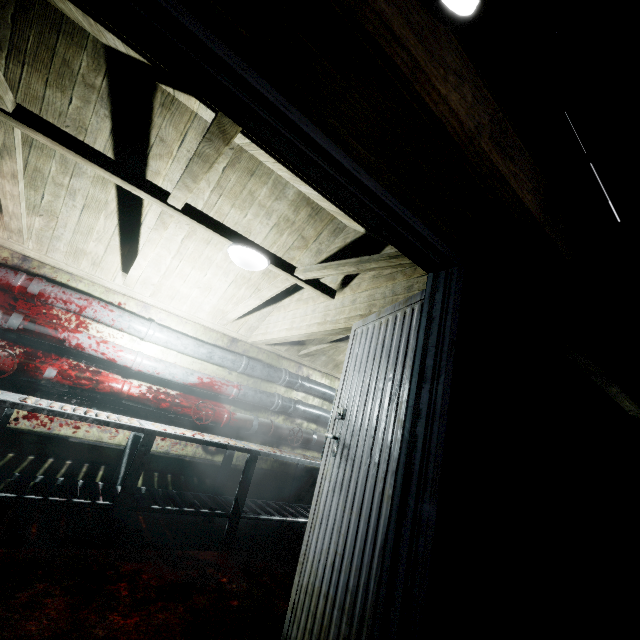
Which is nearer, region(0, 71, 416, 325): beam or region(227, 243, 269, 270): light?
region(0, 71, 416, 325): beam

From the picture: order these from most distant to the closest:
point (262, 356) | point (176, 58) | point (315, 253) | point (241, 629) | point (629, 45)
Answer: point (262, 356), point (315, 253), point (241, 629), point (629, 45), point (176, 58)

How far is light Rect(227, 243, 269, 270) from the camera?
2.3 meters

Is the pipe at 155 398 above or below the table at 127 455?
above

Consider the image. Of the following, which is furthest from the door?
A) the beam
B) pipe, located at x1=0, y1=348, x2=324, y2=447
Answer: pipe, located at x1=0, y1=348, x2=324, y2=447

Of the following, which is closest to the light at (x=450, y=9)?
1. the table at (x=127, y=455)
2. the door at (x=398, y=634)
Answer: the door at (x=398, y=634)

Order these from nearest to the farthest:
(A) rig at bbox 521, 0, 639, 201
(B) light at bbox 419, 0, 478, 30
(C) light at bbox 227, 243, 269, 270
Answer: (B) light at bbox 419, 0, 478, 30, (A) rig at bbox 521, 0, 639, 201, (C) light at bbox 227, 243, 269, 270

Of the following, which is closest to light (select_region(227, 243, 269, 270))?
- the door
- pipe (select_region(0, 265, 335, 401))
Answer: the door
